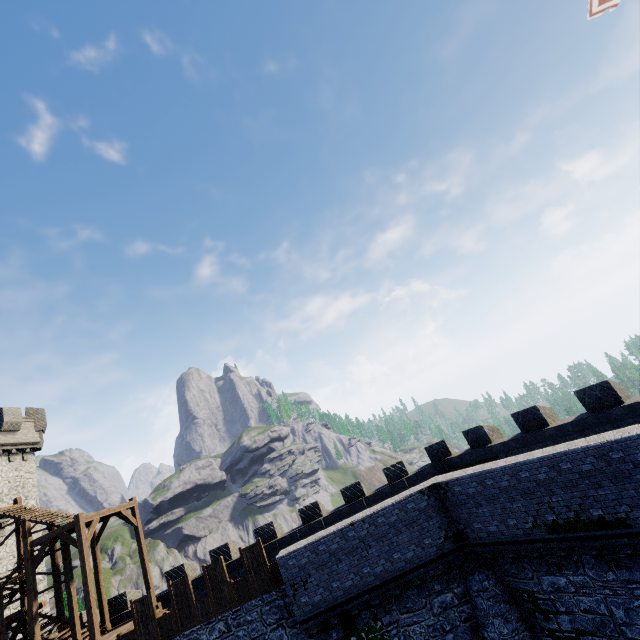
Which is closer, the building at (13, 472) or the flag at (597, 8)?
the flag at (597, 8)

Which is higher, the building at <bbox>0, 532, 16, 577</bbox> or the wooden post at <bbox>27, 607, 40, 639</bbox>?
the building at <bbox>0, 532, 16, 577</bbox>

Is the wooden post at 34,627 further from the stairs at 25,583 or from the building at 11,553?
the building at 11,553

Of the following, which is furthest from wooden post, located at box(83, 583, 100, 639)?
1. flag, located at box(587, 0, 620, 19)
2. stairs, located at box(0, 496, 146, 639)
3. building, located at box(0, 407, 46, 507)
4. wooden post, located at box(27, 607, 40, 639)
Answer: flag, located at box(587, 0, 620, 19)

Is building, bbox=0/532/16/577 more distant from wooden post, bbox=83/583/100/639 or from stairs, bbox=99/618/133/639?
wooden post, bbox=83/583/100/639

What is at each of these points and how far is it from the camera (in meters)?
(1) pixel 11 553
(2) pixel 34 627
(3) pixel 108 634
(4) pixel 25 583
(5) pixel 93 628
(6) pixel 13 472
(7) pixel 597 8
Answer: (1) building, 21.55
(2) wooden post, 15.10
(3) stairs, 17.30
(4) stairs, 17.83
(5) wooden post, 14.69
(6) building, 23.86
(7) flag, 11.92

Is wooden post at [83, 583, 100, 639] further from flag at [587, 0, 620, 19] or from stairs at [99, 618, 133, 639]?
flag at [587, 0, 620, 19]

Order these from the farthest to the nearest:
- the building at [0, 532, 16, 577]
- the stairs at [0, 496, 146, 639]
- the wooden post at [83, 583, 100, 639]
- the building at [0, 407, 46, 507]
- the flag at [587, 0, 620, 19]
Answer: the building at [0, 407, 46, 507]
the building at [0, 532, 16, 577]
the stairs at [0, 496, 146, 639]
the wooden post at [83, 583, 100, 639]
the flag at [587, 0, 620, 19]
